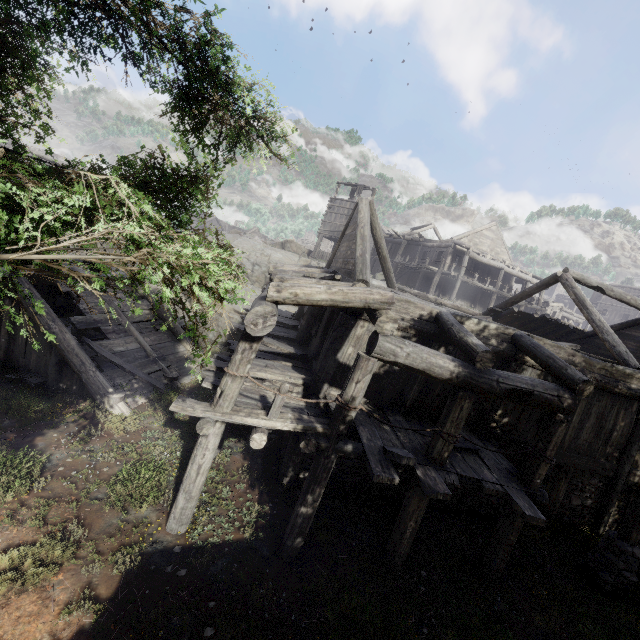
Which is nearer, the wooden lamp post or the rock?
the wooden lamp post

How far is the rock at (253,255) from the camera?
26.48m

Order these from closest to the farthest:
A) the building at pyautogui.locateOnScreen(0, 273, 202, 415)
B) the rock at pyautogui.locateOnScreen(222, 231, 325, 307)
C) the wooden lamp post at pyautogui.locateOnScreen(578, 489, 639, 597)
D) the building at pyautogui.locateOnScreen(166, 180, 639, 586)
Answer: the building at pyautogui.locateOnScreen(166, 180, 639, 586), the wooden lamp post at pyautogui.locateOnScreen(578, 489, 639, 597), the building at pyautogui.locateOnScreen(0, 273, 202, 415), the rock at pyautogui.locateOnScreen(222, 231, 325, 307)

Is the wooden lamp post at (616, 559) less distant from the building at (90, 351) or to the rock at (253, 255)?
the building at (90, 351)

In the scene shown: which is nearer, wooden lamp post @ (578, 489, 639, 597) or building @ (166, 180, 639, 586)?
building @ (166, 180, 639, 586)

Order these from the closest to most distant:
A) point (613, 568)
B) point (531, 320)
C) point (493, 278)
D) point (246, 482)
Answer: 1. point (613, 568)
2. point (246, 482)
3. point (531, 320)
4. point (493, 278)

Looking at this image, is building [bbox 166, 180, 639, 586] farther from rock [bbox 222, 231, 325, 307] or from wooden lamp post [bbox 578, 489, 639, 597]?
wooden lamp post [bbox 578, 489, 639, 597]

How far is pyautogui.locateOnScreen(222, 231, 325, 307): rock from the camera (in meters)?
26.48
